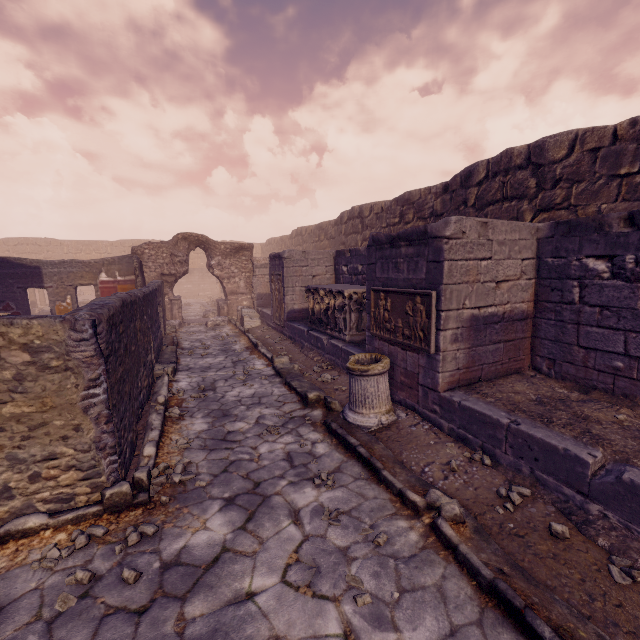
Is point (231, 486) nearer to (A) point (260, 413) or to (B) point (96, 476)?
(B) point (96, 476)

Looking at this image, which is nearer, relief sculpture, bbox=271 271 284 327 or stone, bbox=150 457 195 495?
stone, bbox=150 457 195 495

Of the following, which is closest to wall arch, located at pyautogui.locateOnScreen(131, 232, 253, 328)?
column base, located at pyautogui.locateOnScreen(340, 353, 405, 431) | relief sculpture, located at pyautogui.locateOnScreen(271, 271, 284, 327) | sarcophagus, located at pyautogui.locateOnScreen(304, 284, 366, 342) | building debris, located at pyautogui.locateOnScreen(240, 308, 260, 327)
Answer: building debris, located at pyautogui.locateOnScreen(240, 308, 260, 327)

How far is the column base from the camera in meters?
4.6

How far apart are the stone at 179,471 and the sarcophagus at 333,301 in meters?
4.3

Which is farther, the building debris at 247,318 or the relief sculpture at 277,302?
the building debris at 247,318

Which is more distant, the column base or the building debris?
the building debris

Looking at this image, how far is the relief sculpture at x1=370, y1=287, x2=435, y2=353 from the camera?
4.4 meters
